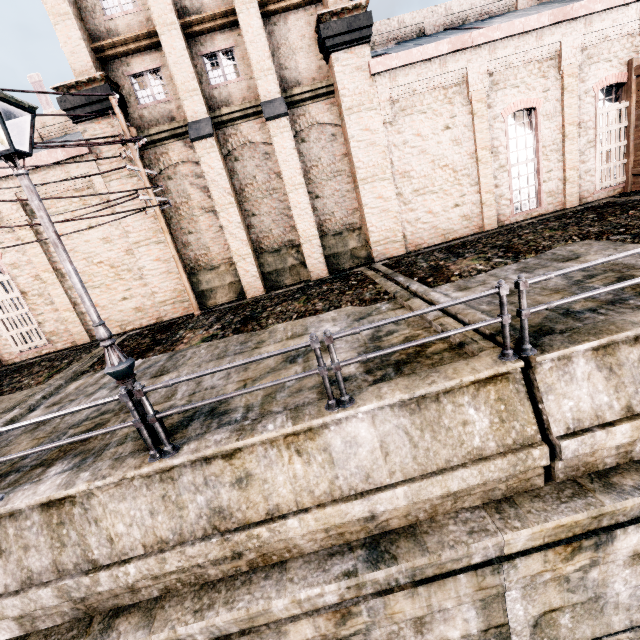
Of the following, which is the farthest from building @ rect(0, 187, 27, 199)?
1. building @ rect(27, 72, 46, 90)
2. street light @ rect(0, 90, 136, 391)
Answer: building @ rect(27, 72, 46, 90)

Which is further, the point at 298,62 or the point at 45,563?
the point at 298,62

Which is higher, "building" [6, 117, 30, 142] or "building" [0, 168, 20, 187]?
"building" [6, 117, 30, 142]

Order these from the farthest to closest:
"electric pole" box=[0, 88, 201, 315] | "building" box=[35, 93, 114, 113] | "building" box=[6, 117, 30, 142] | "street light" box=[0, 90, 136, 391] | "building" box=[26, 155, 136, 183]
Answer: "building" box=[6, 117, 30, 142] < "building" box=[26, 155, 136, 183] < "building" box=[35, 93, 114, 113] < "electric pole" box=[0, 88, 201, 315] < "street light" box=[0, 90, 136, 391]

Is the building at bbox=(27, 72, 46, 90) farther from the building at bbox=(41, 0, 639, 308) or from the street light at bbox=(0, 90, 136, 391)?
the street light at bbox=(0, 90, 136, 391)

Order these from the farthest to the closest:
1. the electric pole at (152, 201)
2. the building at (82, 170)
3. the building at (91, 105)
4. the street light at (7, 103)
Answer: the building at (82, 170), the building at (91, 105), the electric pole at (152, 201), the street light at (7, 103)

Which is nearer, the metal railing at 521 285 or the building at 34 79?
the metal railing at 521 285

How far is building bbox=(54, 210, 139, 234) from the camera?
14.37m
